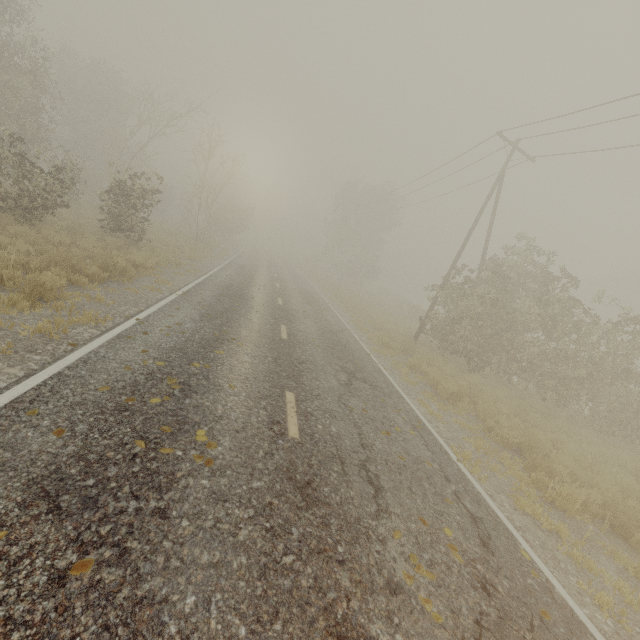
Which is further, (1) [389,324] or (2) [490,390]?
(1) [389,324]

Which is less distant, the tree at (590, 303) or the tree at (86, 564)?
the tree at (86, 564)

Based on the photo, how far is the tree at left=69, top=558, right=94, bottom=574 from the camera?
2.4m

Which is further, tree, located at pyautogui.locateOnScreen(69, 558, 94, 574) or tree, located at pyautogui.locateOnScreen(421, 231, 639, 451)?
tree, located at pyautogui.locateOnScreen(421, 231, 639, 451)

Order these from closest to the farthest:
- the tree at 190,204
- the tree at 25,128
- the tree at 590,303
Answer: the tree at 25,128
the tree at 590,303
the tree at 190,204
